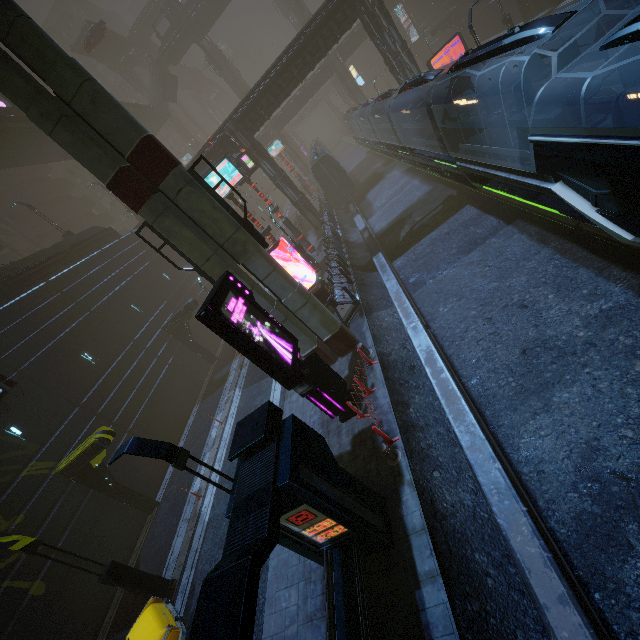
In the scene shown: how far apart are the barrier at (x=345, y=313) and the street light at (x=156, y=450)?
9.26m

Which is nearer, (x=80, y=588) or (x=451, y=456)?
(x=451, y=456)

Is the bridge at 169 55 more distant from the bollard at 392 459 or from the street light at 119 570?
the bollard at 392 459

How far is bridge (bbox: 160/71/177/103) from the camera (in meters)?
52.97

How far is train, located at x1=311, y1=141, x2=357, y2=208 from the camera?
30.3 meters

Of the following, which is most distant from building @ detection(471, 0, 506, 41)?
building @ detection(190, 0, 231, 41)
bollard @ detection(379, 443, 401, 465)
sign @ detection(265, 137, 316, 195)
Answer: building @ detection(190, 0, 231, 41)

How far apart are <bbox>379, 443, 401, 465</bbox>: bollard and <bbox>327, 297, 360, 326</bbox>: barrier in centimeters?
714cm

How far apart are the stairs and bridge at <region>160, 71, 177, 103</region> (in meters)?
0.00
